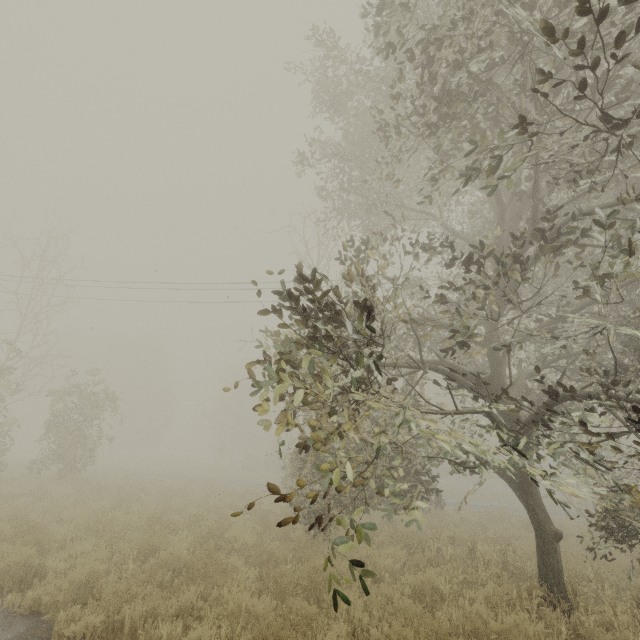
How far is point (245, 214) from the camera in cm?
1171

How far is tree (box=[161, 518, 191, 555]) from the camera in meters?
6.0

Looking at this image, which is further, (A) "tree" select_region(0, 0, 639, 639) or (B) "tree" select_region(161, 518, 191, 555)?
(B) "tree" select_region(161, 518, 191, 555)

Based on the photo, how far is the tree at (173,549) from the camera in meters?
6.0 m

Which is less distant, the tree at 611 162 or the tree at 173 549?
the tree at 611 162
